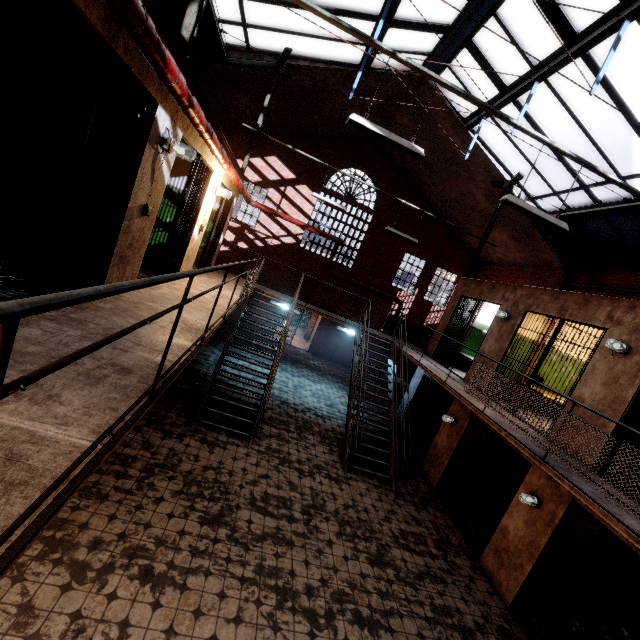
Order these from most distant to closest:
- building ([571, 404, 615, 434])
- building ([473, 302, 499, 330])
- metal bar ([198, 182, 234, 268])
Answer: building ([473, 302, 499, 330]) → metal bar ([198, 182, 234, 268]) → building ([571, 404, 615, 434])

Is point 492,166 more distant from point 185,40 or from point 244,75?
point 185,40

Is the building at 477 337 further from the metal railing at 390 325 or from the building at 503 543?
the building at 503 543

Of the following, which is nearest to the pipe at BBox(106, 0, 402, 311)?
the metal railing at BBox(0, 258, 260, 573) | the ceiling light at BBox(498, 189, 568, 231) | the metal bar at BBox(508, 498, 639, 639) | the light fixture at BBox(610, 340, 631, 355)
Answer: the metal railing at BBox(0, 258, 260, 573)

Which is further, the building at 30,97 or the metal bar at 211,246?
the metal bar at 211,246

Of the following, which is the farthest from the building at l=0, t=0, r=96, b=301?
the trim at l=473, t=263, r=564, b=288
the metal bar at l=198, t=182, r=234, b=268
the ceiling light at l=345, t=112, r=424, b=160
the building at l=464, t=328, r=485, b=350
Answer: the trim at l=473, t=263, r=564, b=288

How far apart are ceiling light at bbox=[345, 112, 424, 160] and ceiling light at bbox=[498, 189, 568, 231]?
1.4 meters

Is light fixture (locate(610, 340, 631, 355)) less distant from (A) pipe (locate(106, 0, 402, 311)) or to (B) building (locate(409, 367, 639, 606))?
(B) building (locate(409, 367, 639, 606))
